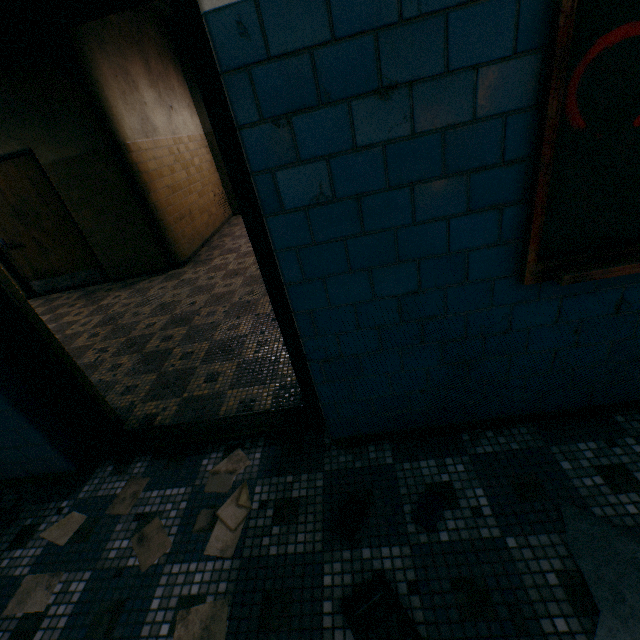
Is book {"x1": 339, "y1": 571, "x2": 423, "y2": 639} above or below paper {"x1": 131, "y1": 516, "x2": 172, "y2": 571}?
above

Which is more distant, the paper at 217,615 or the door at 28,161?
the door at 28,161

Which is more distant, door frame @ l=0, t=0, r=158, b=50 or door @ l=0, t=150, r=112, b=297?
door @ l=0, t=150, r=112, b=297

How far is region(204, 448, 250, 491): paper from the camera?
Result: 1.9 meters

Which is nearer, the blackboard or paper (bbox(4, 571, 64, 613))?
the blackboard

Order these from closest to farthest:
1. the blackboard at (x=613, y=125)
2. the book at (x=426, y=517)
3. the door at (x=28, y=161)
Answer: the blackboard at (x=613, y=125), the book at (x=426, y=517), the door at (x=28, y=161)

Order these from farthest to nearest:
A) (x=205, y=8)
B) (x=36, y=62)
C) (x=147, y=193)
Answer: (x=147, y=193) → (x=36, y=62) → (x=205, y=8)

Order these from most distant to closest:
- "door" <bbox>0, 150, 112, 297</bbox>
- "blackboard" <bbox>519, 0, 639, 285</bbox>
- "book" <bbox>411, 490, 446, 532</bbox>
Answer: "door" <bbox>0, 150, 112, 297</bbox> → "book" <bbox>411, 490, 446, 532</bbox> → "blackboard" <bbox>519, 0, 639, 285</bbox>
